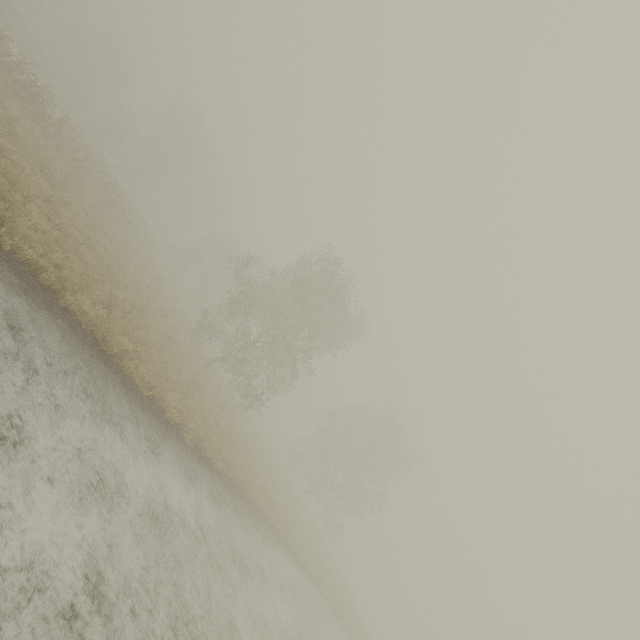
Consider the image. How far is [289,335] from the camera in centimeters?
2495cm
